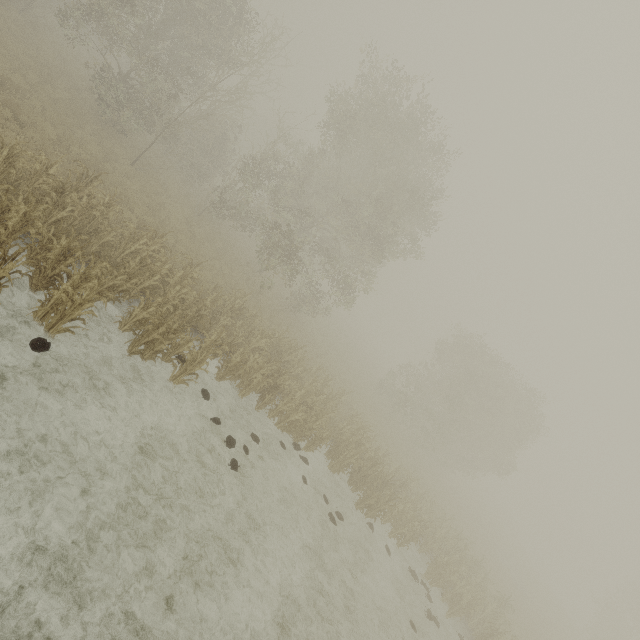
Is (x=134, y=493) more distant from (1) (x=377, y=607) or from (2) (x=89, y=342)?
(1) (x=377, y=607)
